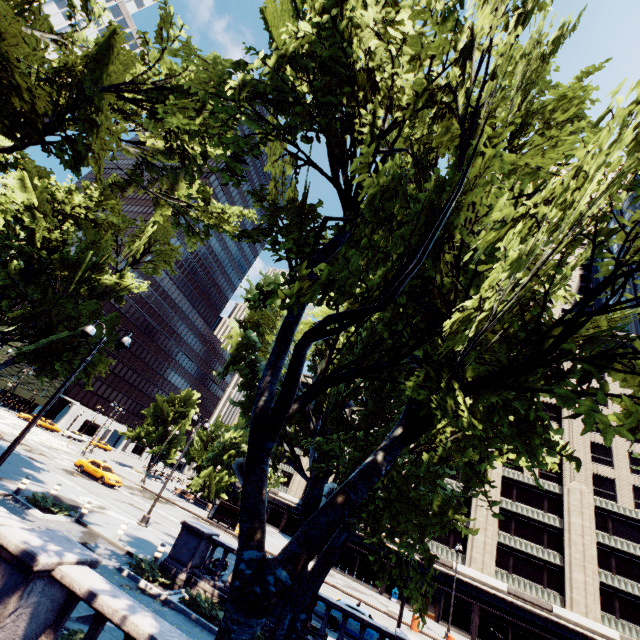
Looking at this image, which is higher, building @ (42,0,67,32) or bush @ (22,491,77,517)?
building @ (42,0,67,32)

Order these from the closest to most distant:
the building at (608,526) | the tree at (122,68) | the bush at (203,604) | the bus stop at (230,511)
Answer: the tree at (122,68) → the bush at (203,604) → the building at (608,526) → the bus stop at (230,511)

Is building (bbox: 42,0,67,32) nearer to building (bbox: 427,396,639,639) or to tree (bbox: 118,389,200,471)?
tree (bbox: 118,389,200,471)

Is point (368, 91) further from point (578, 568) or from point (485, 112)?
point (578, 568)

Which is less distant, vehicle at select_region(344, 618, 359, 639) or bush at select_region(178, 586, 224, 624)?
bush at select_region(178, 586, 224, 624)

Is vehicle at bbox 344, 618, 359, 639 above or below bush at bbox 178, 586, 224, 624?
above

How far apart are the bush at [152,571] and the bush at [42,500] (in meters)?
5.05

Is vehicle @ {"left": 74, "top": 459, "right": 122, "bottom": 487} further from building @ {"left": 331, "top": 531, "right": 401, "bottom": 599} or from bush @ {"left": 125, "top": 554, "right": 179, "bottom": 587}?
building @ {"left": 331, "top": 531, "right": 401, "bottom": 599}
